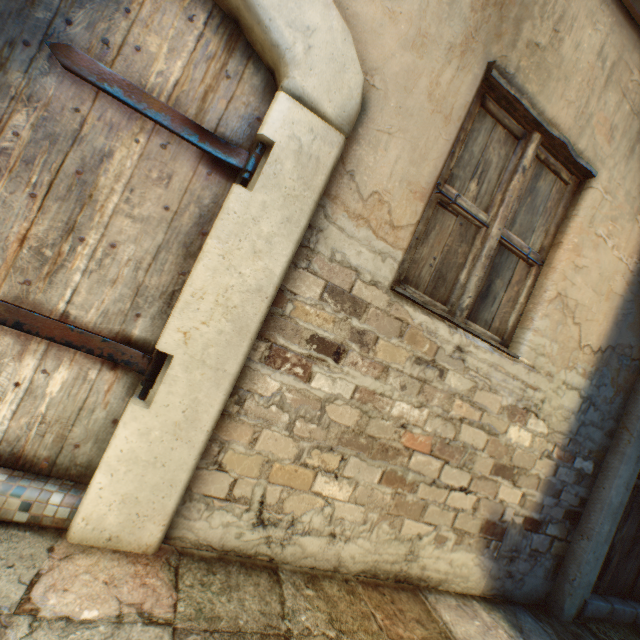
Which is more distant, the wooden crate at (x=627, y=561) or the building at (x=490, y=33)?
the wooden crate at (x=627, y=561)

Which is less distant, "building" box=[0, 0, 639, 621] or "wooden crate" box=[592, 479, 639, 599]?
"building" box=[0, 0, 639, 621]

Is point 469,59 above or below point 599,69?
below
